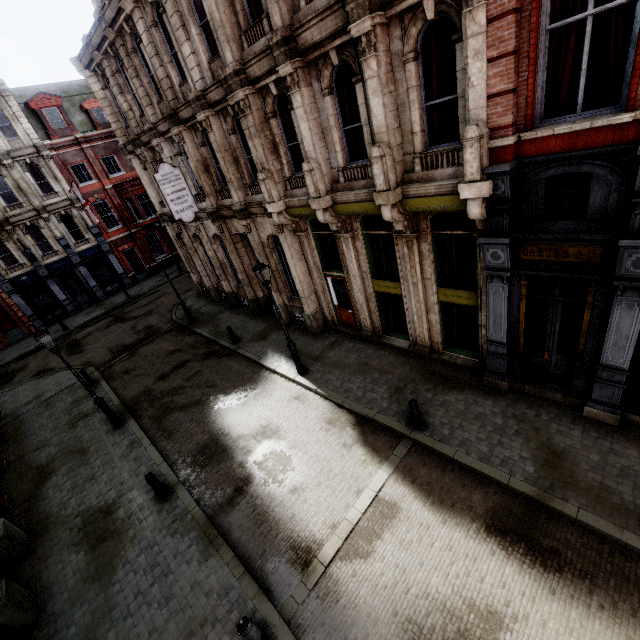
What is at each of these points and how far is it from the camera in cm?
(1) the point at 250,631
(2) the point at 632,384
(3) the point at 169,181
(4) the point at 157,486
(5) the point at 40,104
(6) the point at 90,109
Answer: (1) post, 569
(2) tunnel, 836
(3) sign, 1377
(4) post, 922
(5) roof window, 2505
(6) roof window, 2728

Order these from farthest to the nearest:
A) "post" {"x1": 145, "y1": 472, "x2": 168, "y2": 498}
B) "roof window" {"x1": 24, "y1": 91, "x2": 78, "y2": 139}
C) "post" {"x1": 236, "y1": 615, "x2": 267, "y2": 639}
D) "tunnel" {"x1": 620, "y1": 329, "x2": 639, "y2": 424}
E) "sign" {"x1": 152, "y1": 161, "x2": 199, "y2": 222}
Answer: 1. "roof window" {"x1": 24, "y1": 91, "x2": 78, "y2": 139}
2. "sign" {"x1": 152, "y1": 161, "x2": 199, "y2": 222}
3. "post" {"x1": 145, "y1": 472, "x2": 168, "y2": 498}
4. "tunnel" {"x1": 620, "y1": 329, "x2": 639, "y2": 424}
5. "post" {"x1": 236, "y1": 615, "x2": 267, "y2": 639}

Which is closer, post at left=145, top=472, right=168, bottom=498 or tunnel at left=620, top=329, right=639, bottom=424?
tunnel at left=620, top=329, right=639, bottom=424

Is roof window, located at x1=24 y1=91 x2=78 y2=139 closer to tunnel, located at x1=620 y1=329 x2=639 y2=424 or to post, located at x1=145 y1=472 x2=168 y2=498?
post, located at x1=145 y1=472 x2=168 y2=498

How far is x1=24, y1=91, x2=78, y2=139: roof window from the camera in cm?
2491

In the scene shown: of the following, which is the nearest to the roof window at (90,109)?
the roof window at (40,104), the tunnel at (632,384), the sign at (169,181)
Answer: the roof window at (40,104)

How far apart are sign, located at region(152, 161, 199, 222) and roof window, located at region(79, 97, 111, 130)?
21.23m

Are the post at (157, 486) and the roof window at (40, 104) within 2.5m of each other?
no
